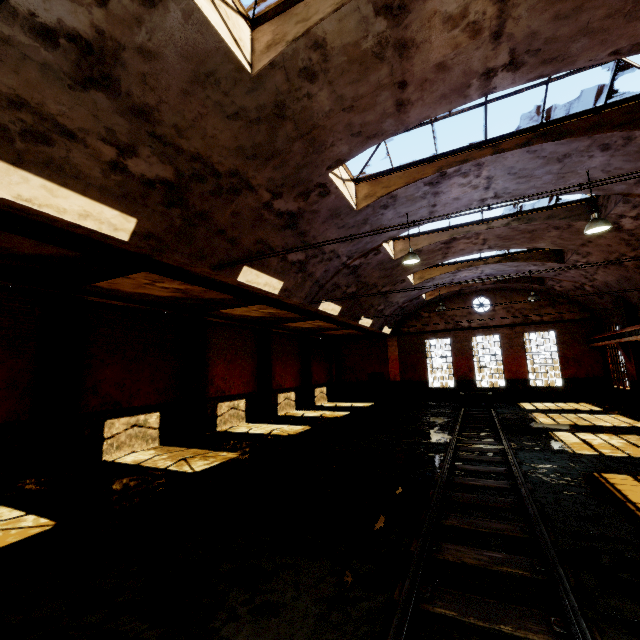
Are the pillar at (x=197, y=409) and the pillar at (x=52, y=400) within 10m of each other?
yes

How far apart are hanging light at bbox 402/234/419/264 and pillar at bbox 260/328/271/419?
9.9 meters

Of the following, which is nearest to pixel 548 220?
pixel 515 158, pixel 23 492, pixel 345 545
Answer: pixel 515 158

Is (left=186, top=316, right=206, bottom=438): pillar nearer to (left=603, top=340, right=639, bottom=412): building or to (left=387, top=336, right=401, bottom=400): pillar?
(left=603, top=340, right=639, bottom=412): building

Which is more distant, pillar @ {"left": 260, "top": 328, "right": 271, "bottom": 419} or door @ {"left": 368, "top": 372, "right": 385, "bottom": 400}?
door @ {"left": 368, "top": 372, "right": 385, "bottom": 400}

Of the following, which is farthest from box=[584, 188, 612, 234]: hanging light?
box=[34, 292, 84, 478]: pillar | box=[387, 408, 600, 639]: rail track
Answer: box=[34, 292, 84, 478]: pillar

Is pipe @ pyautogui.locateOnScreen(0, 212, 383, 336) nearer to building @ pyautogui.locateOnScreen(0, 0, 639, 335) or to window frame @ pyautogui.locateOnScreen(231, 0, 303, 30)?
building @ pyautogui.locateOnScreen(0, 0, 639, 335)

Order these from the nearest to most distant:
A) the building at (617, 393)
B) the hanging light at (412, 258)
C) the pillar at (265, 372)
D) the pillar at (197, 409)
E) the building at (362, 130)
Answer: the building at (362, 130) → the hanging light at (412, 258) → the pillar at (197, 409) → the building at (617, 393) → the pillar at (265, 372)
